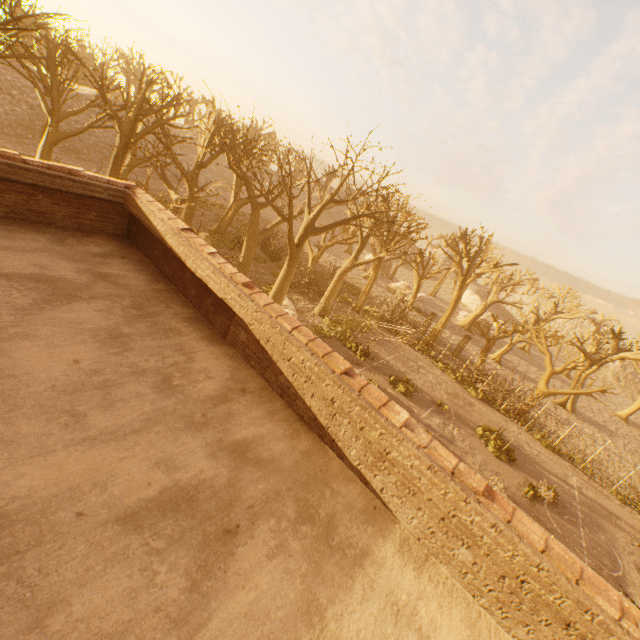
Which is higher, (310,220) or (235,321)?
(310,220)
